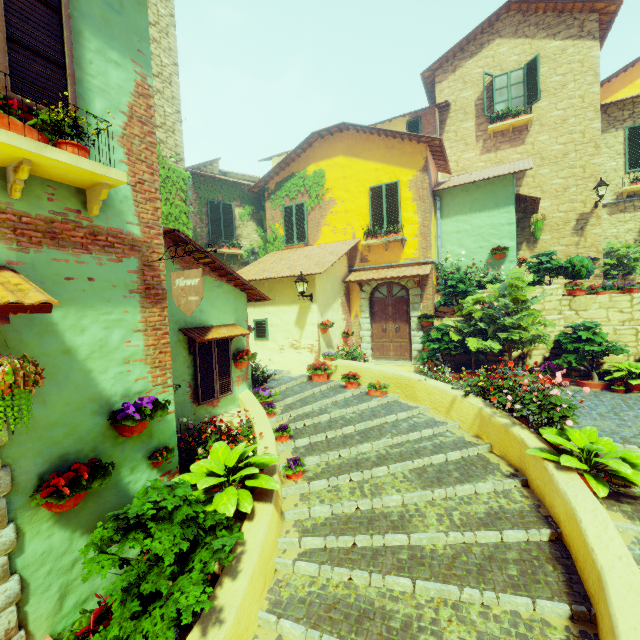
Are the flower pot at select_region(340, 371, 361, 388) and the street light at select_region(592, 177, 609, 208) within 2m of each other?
no

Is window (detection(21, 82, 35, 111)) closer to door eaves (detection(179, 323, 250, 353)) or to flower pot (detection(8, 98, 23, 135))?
flower pot (detection(8, 98, 23, 135))

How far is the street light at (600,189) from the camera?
10.86m

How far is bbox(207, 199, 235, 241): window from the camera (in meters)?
13.13

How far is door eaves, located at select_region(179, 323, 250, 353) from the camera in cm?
582

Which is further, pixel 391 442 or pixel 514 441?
pixel 391 442

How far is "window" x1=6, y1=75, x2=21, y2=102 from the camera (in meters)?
2.69

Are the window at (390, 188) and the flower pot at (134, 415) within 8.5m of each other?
no
